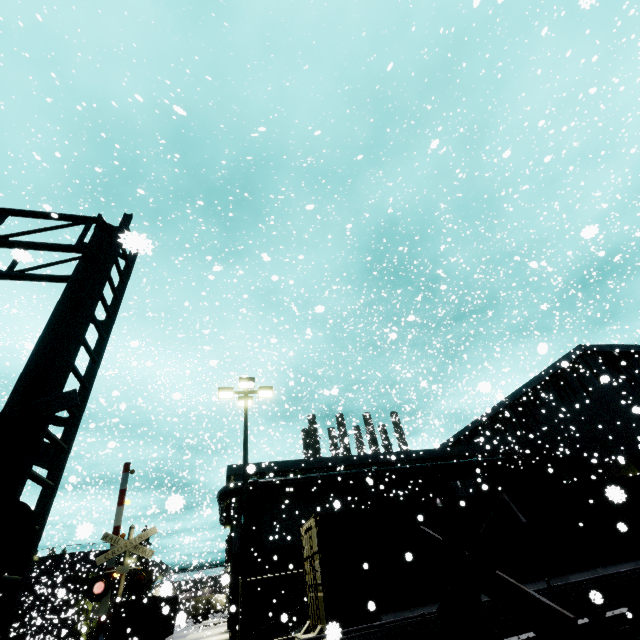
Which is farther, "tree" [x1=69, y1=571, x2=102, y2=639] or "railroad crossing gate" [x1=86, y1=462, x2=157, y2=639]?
"tree" [x1=69, y1=571, x2=102, y2=639]

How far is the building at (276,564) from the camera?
22.4m

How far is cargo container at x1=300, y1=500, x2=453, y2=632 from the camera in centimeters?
827cm

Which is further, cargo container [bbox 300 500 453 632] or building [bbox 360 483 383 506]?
building [bbox 360 483 383 506]

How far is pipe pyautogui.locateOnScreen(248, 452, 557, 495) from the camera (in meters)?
24.34

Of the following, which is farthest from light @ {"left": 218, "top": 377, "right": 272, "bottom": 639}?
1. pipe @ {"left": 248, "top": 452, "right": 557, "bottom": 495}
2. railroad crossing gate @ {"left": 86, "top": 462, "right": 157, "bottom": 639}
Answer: pipe @ {"left": 248, "top": 452, "right": 557, "bottom": 495}

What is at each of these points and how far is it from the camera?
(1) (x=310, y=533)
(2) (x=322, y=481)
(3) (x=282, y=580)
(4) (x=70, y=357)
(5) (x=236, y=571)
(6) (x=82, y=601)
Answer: (1) cargo container door, 10.0 meters
(2) pipe, 25.3 meters
(3) building, 22.2 meters
(4) railroad crossing overhang, 4.5 meters
(5) building, 21.6 meters
(6) tree, 28.4 meters

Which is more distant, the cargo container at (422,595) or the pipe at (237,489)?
the pipe at (237,489)
